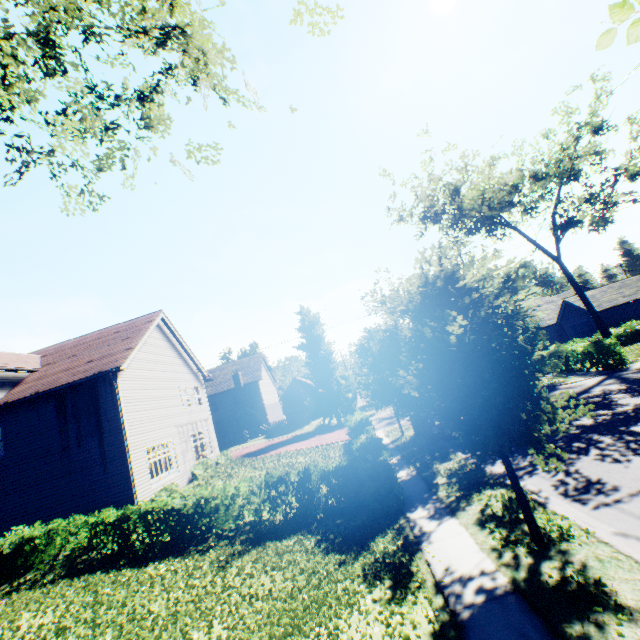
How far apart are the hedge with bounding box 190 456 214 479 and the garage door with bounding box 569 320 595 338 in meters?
37.6 m

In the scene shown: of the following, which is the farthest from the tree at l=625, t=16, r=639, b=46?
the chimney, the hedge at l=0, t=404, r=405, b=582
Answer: the chimney

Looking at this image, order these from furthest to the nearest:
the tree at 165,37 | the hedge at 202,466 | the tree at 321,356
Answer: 1. the hedge at 202,466
2. the tree at 321,356
3. the tree at 165,37

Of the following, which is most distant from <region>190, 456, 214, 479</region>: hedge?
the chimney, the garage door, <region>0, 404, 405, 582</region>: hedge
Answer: the garage door

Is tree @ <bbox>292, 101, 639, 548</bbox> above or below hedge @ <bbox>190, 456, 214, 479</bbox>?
above

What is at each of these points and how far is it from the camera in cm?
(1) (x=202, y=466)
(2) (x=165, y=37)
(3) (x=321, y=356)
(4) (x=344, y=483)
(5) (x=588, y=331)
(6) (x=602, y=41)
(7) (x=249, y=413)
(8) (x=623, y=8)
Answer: (1) hedge, 2062
(2) tree, 886
(3) tree, 3722
(4) hedge, 1085
(5) garage door, 3347
(6) tree, 103
(7) chimney, 4222
(8) tree, 97

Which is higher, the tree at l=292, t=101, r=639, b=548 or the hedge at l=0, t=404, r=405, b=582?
the tree at l=292, t=101, r=639, b=548

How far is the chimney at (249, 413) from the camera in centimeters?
4191cm
